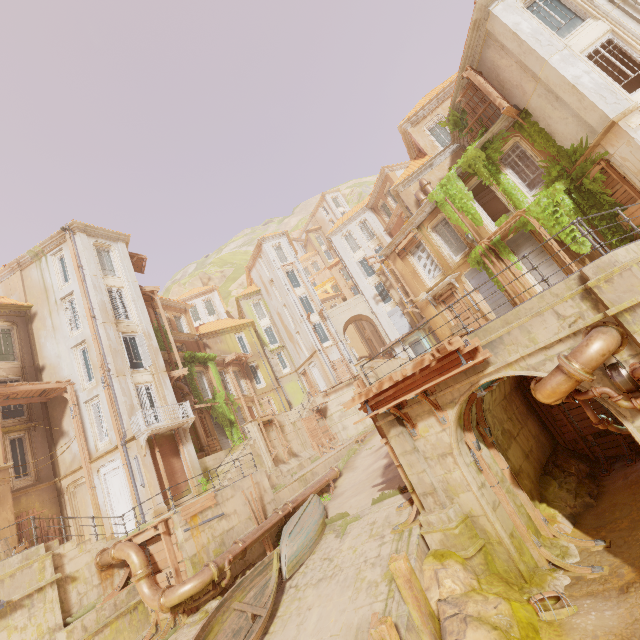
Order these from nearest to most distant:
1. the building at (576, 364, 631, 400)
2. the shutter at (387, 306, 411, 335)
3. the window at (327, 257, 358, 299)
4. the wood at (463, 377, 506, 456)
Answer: the building at (576, 364, 631, 400)
the wood at (463, 377, 506, 456)
the shutter at (387, 306, 411, 335)
the window at (327, 257, 358, 299)

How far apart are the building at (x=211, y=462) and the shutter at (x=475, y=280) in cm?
1943

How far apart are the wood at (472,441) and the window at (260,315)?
33.9m

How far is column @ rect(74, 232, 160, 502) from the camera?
17.52m

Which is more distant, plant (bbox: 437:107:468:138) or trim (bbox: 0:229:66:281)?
trim (bbox: 0:229:66:281)

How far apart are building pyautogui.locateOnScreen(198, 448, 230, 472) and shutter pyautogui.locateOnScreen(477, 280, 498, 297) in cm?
1943

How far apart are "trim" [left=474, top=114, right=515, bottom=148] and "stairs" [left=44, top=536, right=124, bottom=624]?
24.9 meters

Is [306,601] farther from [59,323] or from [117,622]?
[59,323]
